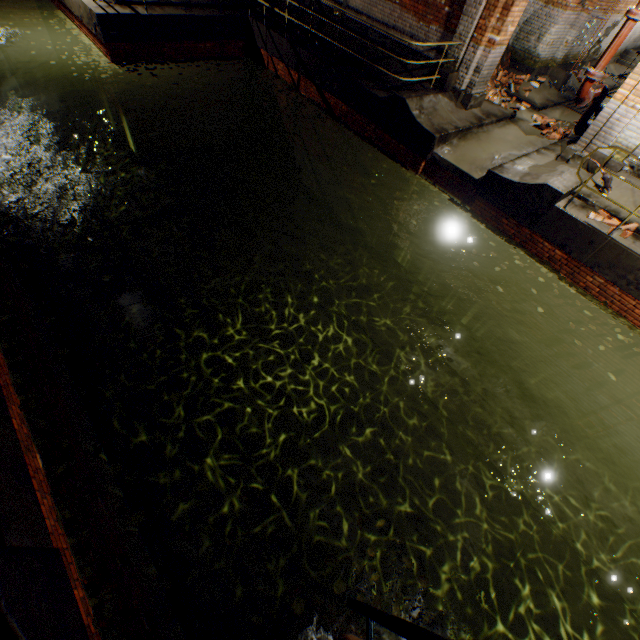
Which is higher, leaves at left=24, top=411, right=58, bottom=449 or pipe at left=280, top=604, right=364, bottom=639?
leaves at left=24, top=411, right=58, bottom=449

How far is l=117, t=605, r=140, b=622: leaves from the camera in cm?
309

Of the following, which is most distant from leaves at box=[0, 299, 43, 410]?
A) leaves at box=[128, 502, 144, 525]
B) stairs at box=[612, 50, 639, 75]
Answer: stairs at box=[612, 50, 639, 75]

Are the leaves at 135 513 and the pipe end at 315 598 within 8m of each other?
yes

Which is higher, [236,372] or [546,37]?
[546,37]

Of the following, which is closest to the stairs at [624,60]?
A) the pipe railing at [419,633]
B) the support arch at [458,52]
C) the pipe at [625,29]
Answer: the support arch at [458,52]

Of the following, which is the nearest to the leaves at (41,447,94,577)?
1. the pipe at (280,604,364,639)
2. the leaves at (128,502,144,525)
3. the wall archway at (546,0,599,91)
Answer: the leaves at (128,502,144,525)

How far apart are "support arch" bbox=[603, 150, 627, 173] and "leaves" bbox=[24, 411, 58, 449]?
11.24m
